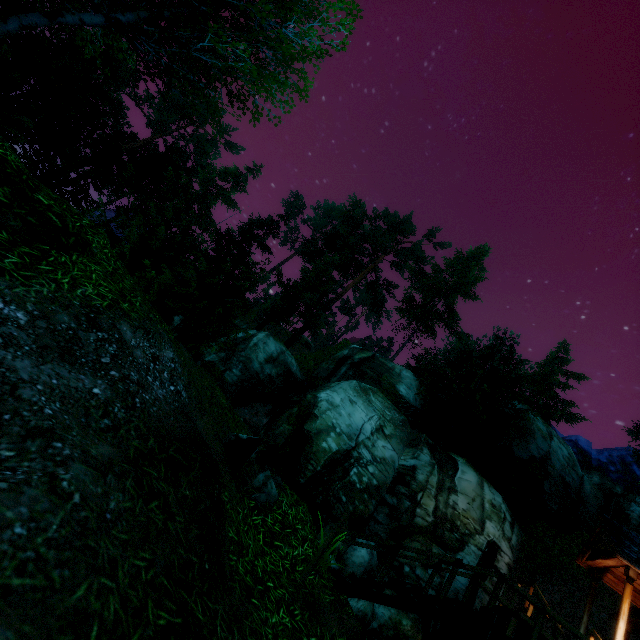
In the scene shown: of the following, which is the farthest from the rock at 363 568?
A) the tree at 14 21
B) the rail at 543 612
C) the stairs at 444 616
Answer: the tree at 14 21

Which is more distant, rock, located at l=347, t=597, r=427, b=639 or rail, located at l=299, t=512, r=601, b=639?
rock, located at l=347, t=597, r=427, b=639

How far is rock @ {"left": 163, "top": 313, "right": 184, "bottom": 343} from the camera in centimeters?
723cm

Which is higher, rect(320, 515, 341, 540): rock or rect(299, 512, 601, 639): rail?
rect(299, 512, 601, 639): rail

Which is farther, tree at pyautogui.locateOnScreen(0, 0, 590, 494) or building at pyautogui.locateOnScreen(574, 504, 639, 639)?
building at pyautogui.locateOnScreen(574, 504, 639, 639)

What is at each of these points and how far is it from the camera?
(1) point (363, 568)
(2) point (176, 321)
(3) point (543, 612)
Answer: (1) rock, 11.3 meters
(2) rock, 7.3 meters
(3) rail, 5.9 meters

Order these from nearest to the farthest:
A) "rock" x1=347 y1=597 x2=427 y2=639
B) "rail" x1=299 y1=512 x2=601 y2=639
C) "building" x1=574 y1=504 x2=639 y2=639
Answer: "rail" x1=299 y1=512 x2=601 y2=639, "rock" x1=347 y1=597 x2=427 y2=639, "building" x1=574 y1=504 x2=639 y2=639

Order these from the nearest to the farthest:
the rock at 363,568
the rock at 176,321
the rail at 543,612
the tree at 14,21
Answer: the rail at 543,612 → the tree at 14,21 → the rock at 176,321 → the rock at 363,568
